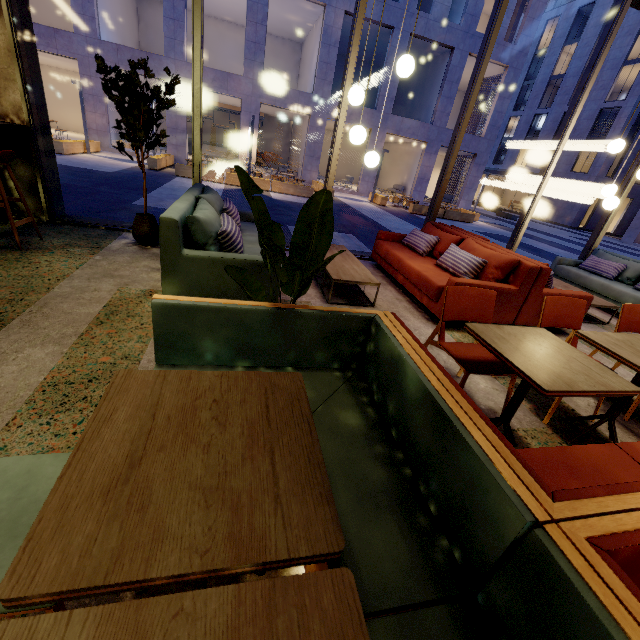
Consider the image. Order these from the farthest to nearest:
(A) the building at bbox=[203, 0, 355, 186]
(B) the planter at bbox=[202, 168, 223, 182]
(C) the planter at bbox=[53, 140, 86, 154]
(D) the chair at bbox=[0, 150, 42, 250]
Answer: (A) the building at bbox=[203, 0, 355, 186] < (B) the planter at bbox=[202, 168, 223, 182] < (C) the planter at bbox=[53, 140, 86, 154] < (D) the chair at bbox=[0, 150, 42, 250]

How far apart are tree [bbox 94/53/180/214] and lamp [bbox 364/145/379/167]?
2.3m

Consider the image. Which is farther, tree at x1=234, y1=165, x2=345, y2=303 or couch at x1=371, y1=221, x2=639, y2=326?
couch at x1=371, y1=221, x2=639, y2=326

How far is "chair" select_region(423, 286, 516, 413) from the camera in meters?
2.2 m

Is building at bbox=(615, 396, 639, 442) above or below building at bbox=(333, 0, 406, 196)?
below

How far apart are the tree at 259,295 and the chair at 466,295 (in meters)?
1.06

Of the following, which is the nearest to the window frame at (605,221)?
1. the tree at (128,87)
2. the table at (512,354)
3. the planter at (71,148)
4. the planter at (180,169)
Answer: the tree at (128,87)

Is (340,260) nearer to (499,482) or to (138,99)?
(138,99)
